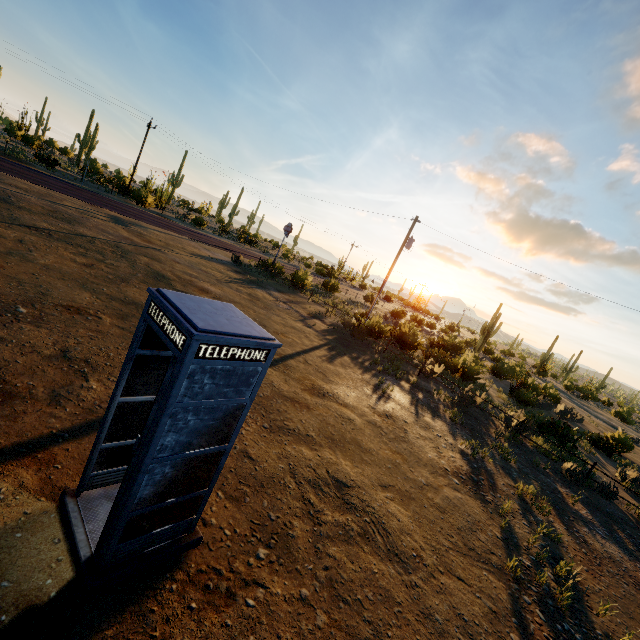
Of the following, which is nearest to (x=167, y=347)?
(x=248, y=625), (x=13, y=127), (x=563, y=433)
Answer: (x=248, y=625)

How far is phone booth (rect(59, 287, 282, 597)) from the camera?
2.8m

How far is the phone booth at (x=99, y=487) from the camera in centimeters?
281cm

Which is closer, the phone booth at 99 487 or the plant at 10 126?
the phone booth at 99 487

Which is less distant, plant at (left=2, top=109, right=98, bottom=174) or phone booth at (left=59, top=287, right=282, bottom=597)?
phone booth at (left=59, top=287, right=282, bottom=597)
